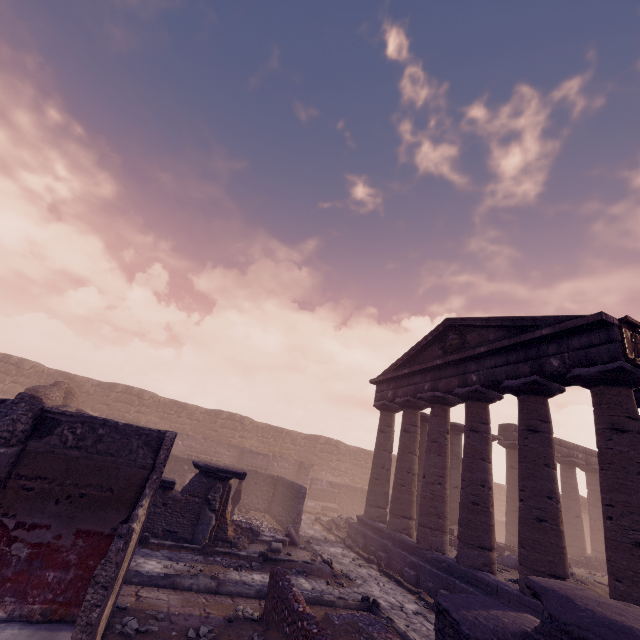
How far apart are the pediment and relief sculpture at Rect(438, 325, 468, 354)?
0.0m

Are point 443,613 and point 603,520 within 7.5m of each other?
yes

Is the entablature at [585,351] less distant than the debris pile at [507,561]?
Yes

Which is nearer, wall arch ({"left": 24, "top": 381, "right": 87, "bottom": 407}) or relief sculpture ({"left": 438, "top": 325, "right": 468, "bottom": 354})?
relief sculpture ({"left": 438, "top": 325, "right": 468, "bottom": 354})

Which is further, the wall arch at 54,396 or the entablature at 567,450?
the entablature at 567,450

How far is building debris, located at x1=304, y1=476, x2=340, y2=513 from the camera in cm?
2183

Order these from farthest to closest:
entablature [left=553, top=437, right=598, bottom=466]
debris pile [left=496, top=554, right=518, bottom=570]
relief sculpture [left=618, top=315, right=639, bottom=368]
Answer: entablature [left=553, top=437, right=598, bottom=466]
debris pile [left=496, top=554, right=518, bottom=570]
relief sculpture [left=618, top=315, right=639, bottom=368]

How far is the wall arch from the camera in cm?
1471
